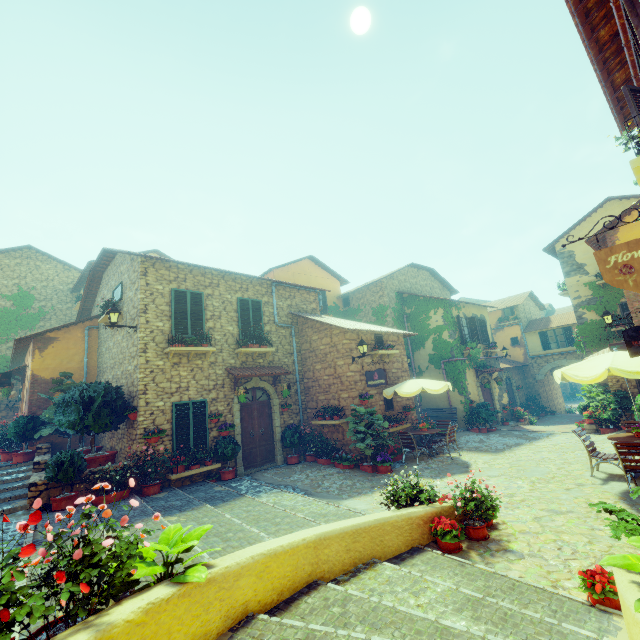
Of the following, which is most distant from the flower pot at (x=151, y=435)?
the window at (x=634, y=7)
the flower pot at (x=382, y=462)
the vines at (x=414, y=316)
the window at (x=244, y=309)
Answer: the vines at (x=414, y=316)

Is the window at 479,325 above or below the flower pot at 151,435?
above

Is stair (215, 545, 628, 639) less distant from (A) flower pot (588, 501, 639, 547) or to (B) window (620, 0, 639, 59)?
(A) flower pot (588, 501, 639, 547)

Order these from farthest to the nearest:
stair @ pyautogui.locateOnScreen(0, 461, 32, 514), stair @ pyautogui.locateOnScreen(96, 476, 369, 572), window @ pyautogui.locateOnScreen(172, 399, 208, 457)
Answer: window @ pyautogui.locateOnScreen(172, 399, 208, 457) → stair @ pyautogui.locateOnScreen(0, 461, 32, 514) → stair @ pyautogui.locateOnScreen(96, 476, 369, 572)

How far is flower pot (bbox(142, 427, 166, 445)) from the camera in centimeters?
916cm

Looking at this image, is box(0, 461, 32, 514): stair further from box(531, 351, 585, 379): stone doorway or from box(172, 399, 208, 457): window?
box(531, 351, 585, 379): stone doorway

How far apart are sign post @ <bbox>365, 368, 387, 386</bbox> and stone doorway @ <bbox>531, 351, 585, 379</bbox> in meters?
20.8

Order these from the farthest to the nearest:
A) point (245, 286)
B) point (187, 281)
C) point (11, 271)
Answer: point (11, 271)
point (245, 286)
point (187, 281)
